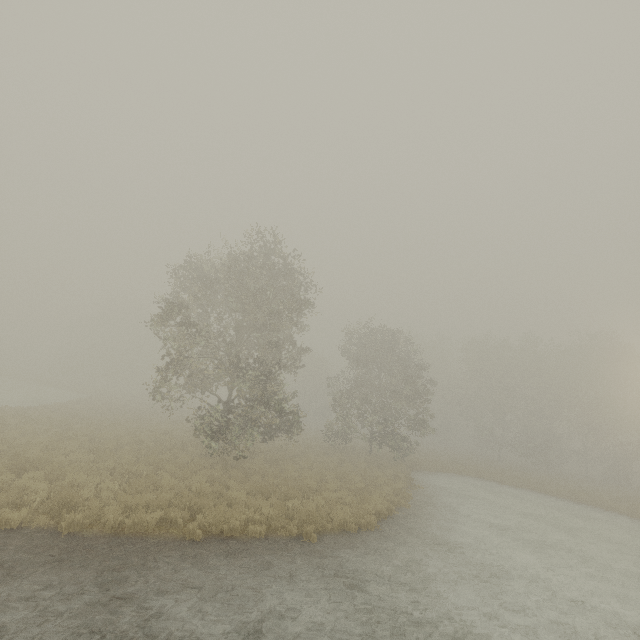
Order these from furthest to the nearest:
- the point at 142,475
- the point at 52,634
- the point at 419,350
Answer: the point at 419,350, the point at 142,475, the point at 52,634
